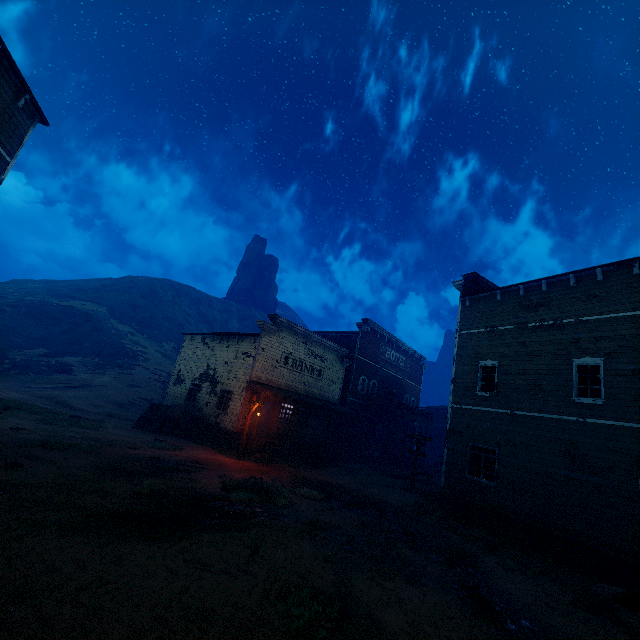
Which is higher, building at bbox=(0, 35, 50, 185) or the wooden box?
building at bbox=(0, 35, 50, 185)

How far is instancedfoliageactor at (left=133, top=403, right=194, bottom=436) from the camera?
19.6m

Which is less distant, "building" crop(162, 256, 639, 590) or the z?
the z

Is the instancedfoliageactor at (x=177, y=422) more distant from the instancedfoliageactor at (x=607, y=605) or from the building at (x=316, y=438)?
the instancedfoliageactor at (x=607, y=605)

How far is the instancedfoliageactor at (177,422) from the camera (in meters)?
19.56

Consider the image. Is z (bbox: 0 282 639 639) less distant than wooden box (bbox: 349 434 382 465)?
Yes

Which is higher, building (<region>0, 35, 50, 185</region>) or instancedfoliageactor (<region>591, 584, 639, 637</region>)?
building (<region>0, 35, 50, 185</region>)

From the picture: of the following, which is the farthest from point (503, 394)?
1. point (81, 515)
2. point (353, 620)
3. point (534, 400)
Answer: point (81, 515)
